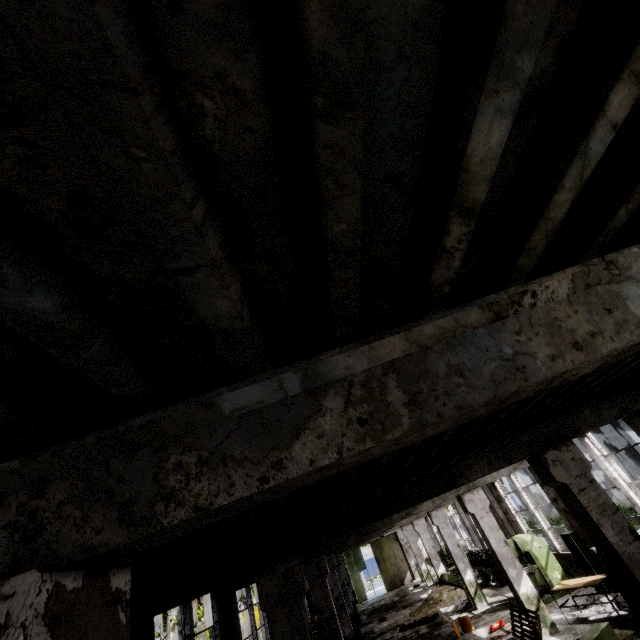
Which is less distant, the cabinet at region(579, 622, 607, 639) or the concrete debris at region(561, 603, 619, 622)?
the cabinet at region(579, 622, 607, 639)

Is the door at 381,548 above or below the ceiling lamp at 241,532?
below

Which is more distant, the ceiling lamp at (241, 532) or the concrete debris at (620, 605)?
the concrete debris at (620, 605)

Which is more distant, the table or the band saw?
the band saw

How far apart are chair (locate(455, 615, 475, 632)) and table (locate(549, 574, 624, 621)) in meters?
4.0

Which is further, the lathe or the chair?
the lathe

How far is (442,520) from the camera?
16.0 meters

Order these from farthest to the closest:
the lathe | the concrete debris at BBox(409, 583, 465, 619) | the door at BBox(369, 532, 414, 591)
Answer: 1. the door at BBox(369, 532, 414, 591)
2. the concrete debris at BBox(409, 583, 465, 619)
3. the lathe
